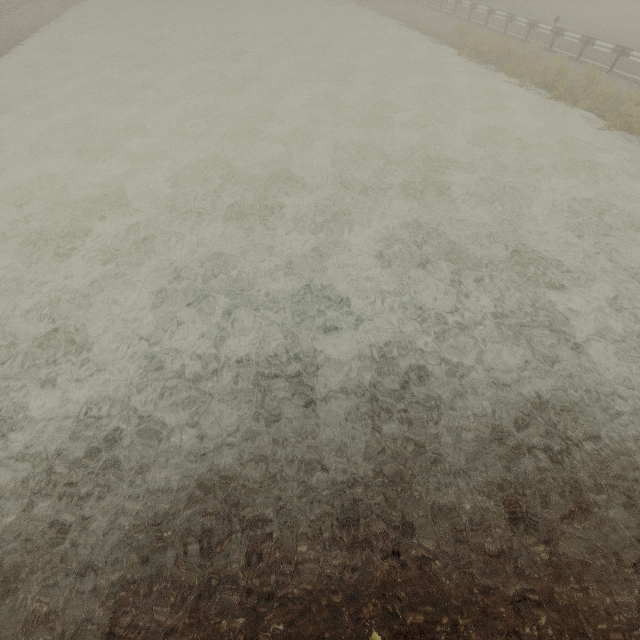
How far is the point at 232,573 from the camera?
3.9m
